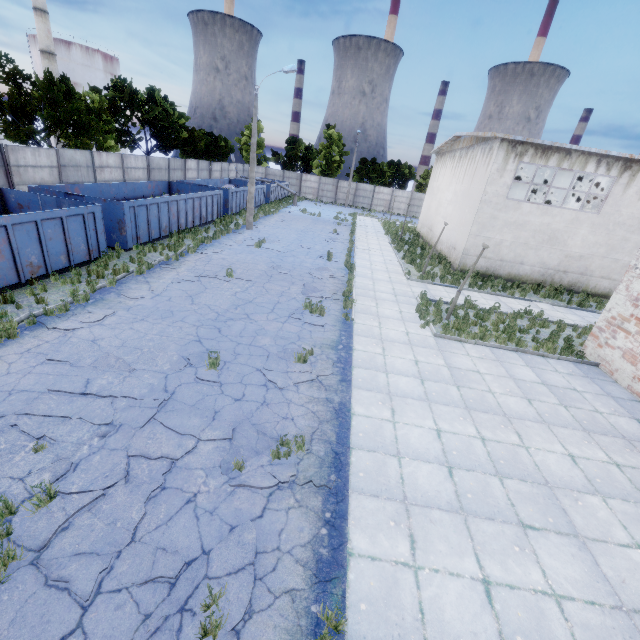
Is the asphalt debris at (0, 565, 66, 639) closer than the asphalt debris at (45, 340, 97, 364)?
Yes

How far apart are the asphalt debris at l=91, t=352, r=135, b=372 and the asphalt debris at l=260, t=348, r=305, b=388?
2.94m

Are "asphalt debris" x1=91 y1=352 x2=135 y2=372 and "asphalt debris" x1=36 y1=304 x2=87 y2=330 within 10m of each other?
yes

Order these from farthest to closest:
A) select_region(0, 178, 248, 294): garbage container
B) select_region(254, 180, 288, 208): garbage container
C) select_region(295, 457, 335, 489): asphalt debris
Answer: select_region(254, 180, 288, 208): garbage container → select_region(0, 178, 248, 294): garbage container → select_region(295, 457, 335, 489): asphalt debris

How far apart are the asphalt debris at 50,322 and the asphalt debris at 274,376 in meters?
5.2 m

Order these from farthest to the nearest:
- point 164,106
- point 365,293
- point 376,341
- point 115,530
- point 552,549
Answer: point 164,106, point 365,293, point 376,341, point 552,549, point 115,530

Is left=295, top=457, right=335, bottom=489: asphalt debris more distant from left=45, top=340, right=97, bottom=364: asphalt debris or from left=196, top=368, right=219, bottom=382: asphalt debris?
left=196, top=368, right=219, bottom=382: asphalt debris

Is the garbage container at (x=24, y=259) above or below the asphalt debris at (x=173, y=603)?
above
